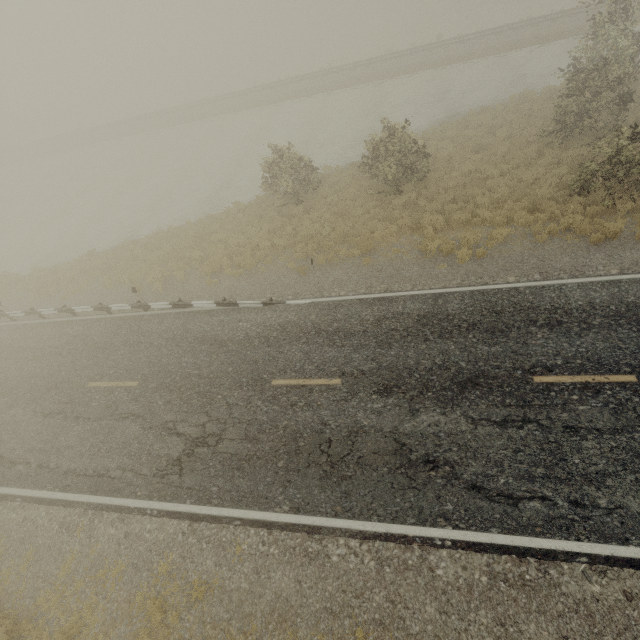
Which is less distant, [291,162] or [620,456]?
[620,456]
